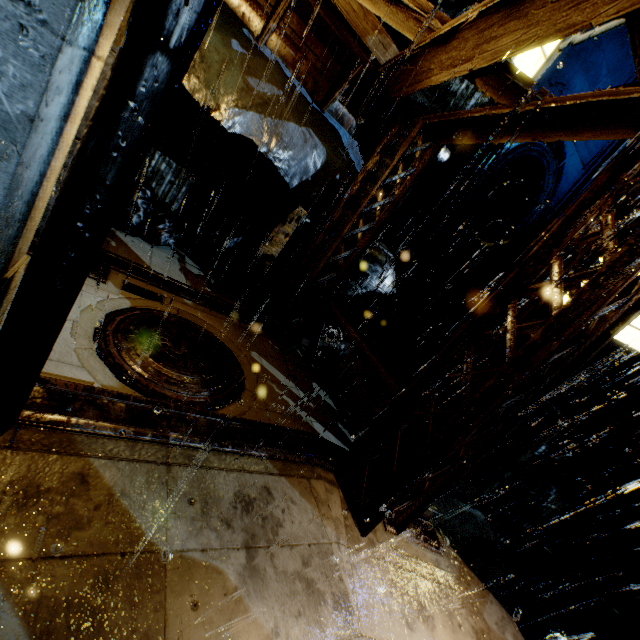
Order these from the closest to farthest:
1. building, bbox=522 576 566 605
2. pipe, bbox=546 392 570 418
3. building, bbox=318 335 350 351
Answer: building, bbox=522 576 566 605 < building, bbox=318 335 350 351 < pipe, bbox=546 392 570 418

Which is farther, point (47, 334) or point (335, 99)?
point (335, 99)

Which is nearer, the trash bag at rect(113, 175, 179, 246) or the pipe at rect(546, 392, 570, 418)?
the trash bag at rect(113, 175, 179, 246)

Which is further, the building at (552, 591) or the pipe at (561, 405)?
the pipe at (561, 405)

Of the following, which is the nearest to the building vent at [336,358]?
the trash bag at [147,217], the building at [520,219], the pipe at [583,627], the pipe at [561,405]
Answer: the building at [520,219]

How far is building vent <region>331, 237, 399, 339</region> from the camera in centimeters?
981cm

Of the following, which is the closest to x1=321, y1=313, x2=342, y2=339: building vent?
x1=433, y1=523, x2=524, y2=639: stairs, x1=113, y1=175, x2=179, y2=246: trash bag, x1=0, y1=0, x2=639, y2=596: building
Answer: x1=0, y1=0, x2=639, y2=596: building

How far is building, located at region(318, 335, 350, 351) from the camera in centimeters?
895cm
